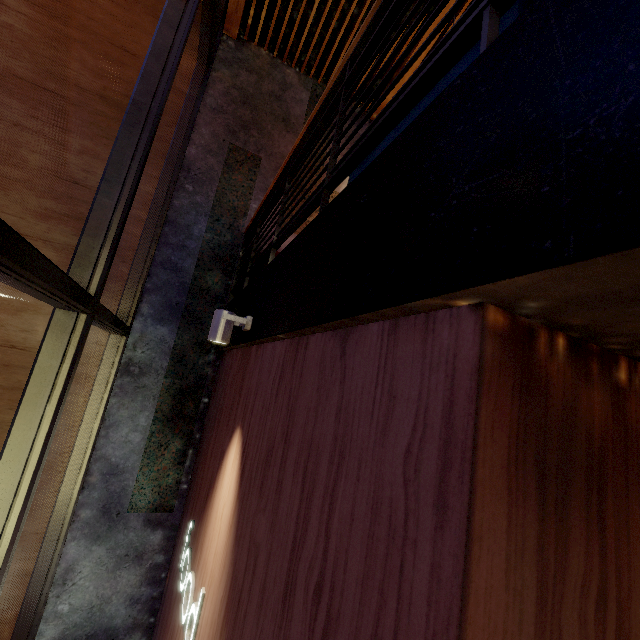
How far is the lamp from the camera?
2.3m

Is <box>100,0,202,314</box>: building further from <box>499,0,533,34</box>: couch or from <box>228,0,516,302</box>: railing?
<box>499,0,533,34</box>: couch

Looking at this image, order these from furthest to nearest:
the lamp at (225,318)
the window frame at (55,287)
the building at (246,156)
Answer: the lamp at (225,318)
the window frame at (55,287)
the building at (246,156)

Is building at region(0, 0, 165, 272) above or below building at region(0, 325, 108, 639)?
above

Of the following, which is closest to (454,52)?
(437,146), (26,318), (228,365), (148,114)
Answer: (437,146)

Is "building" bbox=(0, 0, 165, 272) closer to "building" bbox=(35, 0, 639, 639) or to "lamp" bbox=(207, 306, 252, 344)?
"building" bbox=(35, 0, 639, 639)

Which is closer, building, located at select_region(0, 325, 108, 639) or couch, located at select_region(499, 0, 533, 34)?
couch, located at select_region(499, 0, 533, 34)

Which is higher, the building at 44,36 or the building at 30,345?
the building at 44,36
